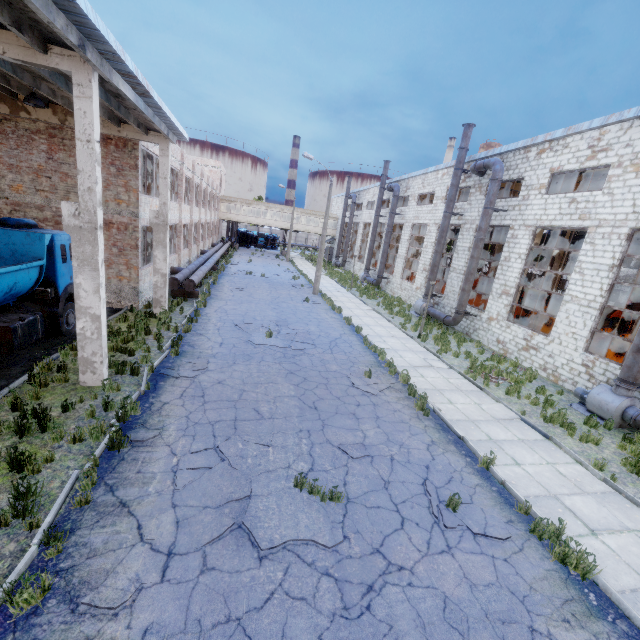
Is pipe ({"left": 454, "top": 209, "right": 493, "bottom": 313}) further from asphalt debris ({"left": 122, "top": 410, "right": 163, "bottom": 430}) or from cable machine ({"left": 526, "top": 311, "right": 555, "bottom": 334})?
asphalt debris ({"left": 122, "top": 410, "right": 163, "bottom": 430})

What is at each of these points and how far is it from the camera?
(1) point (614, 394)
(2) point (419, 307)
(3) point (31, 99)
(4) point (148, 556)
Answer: (1) fan motor, 11.25m
(2) fan motor, 23.77m
(3) ceiling lamp, 9.66m
(4) asphalt debris, 4.86m

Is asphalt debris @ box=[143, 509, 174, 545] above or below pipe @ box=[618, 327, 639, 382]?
below

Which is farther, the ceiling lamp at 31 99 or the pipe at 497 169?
the pipe at 497 169

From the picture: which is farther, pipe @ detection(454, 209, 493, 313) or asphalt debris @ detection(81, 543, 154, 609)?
pipe @ detection(454, 209, 493, 313)

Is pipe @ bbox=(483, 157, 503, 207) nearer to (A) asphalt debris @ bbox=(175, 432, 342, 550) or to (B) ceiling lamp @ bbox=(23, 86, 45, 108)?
(A) asphalt debris @ bbox=(175, 432, 342, 550)

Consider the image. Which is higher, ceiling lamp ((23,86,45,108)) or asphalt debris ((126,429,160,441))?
ceiling lamp ((23,86,45,108))

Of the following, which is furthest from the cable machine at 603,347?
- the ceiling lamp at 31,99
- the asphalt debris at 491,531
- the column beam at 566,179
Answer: the ceiling lamp at 31,99
